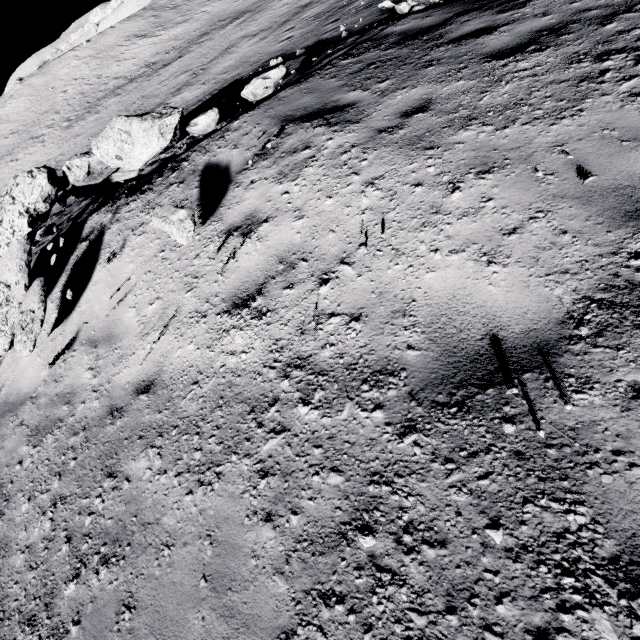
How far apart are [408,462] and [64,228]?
→ 15.12m

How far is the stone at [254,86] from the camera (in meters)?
4.61

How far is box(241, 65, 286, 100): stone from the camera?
4.6 meters

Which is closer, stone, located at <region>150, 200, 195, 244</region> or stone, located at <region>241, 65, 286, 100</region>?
stone, located at <region>150, 200, 195, 244</region>

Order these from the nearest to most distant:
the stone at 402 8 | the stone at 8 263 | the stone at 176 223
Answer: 1. the stone at 176 223
2. the stone at 8 263
3. the stone at 402 8

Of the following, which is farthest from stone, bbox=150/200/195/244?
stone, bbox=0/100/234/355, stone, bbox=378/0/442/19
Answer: stone, bbox=378/0/442/19

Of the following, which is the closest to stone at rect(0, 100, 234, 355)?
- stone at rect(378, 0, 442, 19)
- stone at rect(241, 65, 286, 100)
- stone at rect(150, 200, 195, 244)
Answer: stone at rect(241, 65, 286, 100)

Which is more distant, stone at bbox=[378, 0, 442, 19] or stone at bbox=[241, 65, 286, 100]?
stone at bbox=[378, 0, 442, 19]
